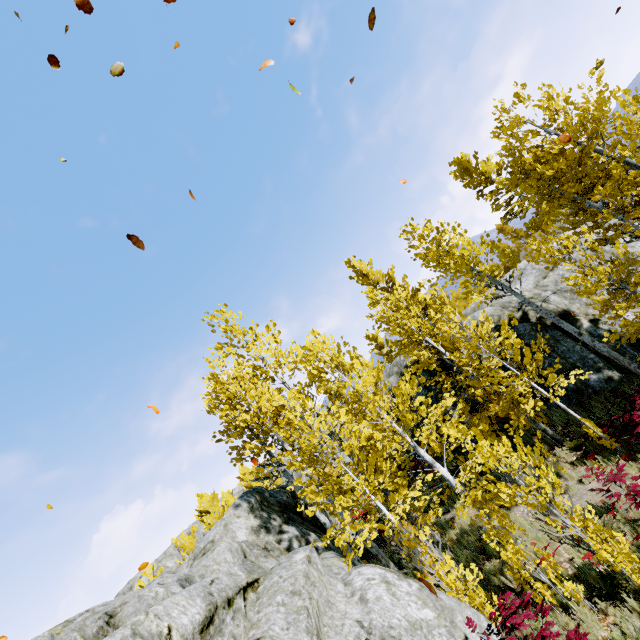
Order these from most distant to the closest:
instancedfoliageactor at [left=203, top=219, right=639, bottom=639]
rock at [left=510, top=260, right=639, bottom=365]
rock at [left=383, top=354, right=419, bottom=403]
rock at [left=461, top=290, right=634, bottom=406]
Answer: rock at [left=383, top=354, right=419, bottom=403] → rock at [left=510, top=260, right=639, bottom=365] → rock at [left=461, top=290, right=634, bottom=406] → instancedfoliageactor at [left=203, top=219, right=639, bottom=639]

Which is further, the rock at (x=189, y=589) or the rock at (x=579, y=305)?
the rock at (x=579, y=305)

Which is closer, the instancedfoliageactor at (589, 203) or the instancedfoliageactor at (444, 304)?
the instancedfoliageactor at (444, 304)

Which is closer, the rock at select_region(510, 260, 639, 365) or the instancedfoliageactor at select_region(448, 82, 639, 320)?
the instancedfoliageactor at select_region(448, 82, 639, 320)

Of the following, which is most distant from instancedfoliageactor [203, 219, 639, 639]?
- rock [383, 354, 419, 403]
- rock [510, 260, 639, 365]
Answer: rock [383, 354, 419, 403]

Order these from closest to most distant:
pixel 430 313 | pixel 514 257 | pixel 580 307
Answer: pixel 580 307
pixel 430 313
pixel 514 257

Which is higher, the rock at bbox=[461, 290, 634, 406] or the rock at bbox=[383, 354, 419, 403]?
the rock at bbox=[383, 354, 419, 403]
